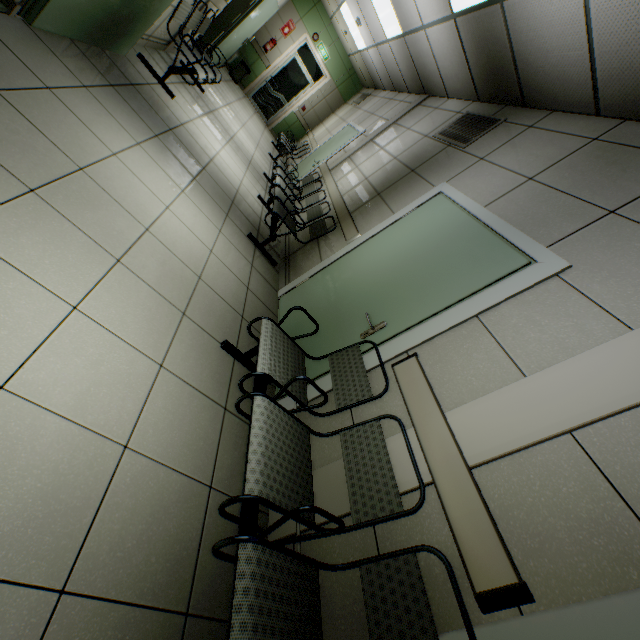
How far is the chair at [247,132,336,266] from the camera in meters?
4.1 m

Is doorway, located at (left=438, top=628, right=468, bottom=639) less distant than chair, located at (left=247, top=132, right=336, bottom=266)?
Yes

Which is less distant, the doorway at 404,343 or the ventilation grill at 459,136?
the doorway at 404,343

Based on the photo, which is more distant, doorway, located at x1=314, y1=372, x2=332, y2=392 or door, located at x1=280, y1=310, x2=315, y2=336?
door, located at x1=280, y1=310, x2=315, y2=336

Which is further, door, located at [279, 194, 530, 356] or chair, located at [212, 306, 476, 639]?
door, located at [279, 194, 530, 356]

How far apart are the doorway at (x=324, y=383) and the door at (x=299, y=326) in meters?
0.0 m

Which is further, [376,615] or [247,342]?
[247,342]

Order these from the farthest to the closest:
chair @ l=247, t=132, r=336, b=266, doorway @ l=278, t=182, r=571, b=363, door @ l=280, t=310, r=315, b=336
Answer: chair @ l=247, t=132, r=336, b=266 → door @ l=280, t=310, r=315, b=336 → doorway @ l=278, t=182, r=571, b=363
